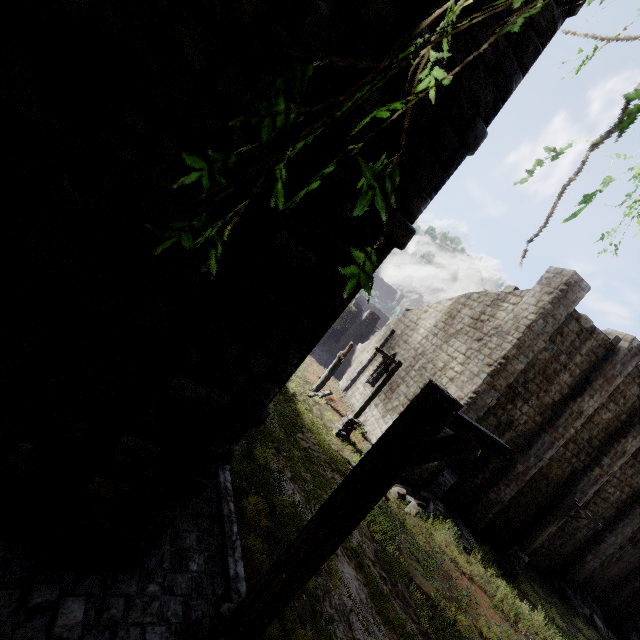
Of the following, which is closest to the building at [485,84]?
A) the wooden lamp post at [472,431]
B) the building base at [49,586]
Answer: the building base at [49,586]

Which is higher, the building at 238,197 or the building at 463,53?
the building at 463,53

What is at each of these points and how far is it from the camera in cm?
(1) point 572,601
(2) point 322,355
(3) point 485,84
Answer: (1) rubble, 1805
(2) rubble, 2881
(3) building, 350

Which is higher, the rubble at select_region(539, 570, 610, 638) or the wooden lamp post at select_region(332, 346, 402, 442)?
the wooden lamp post at select_region(332, 346, 402, 442)

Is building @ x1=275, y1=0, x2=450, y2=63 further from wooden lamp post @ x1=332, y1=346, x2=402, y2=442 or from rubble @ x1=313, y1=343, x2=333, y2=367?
wooden lamp post @ x1=332, y1=346, x2=402, y2=442

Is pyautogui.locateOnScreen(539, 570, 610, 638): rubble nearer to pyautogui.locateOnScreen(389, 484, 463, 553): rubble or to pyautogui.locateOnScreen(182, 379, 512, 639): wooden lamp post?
pyautogui.locateOnScreen(389, 484, 463, 553): rubble

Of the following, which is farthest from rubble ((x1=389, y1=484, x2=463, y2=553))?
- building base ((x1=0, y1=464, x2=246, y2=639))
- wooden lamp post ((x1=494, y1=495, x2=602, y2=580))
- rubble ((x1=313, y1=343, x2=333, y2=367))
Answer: rubble ((x1=313, y1=343, x2=333, y2=367))

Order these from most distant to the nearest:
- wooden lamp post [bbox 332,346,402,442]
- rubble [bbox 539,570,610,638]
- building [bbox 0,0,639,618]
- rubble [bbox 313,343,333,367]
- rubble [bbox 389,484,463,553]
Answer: rubble [bbox 313,343,333,367], rubble [bbox 539,570,610,638], wooden lamp post [bbox 332,346,402,442], rubble [bbox 389,484,463,553], building [bbox 0,0,639,618]
